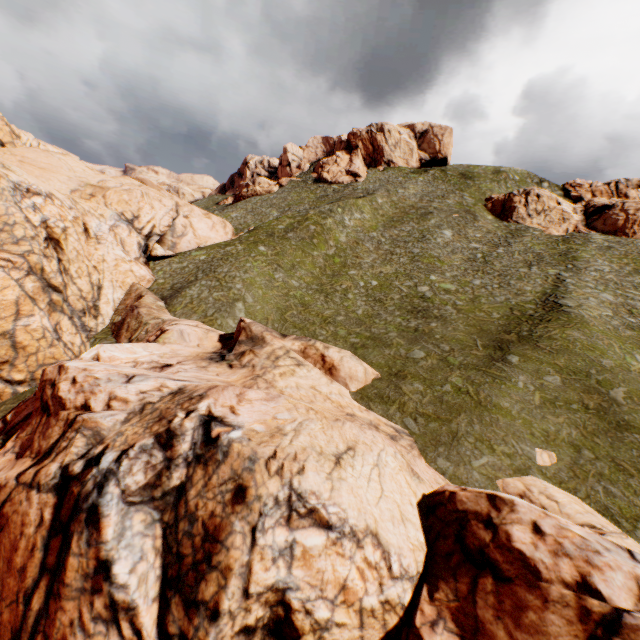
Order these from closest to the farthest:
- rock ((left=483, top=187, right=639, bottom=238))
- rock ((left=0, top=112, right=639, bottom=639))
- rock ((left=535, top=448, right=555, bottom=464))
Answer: rock ((left=0, top=112, right=639, bottom=639)), rock ((left=535, top=448, right=555, bottom=464)), rock ((left=483, top=187, right=639, bottom=238))

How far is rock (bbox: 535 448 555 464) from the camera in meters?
15.9

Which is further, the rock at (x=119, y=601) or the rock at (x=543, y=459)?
the rock at (x=543, y=459)

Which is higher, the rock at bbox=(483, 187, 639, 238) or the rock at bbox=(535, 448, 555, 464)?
the rock at bbox=(483, 187, 639, 238)

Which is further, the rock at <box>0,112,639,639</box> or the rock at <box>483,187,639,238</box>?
the rock at <box>483,187,639,238</box>

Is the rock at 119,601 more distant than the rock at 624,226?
No

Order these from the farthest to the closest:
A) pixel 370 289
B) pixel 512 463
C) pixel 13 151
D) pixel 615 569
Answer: pixel 370 289, pixel 13 151, pixel 512 463, pixel 615 569
